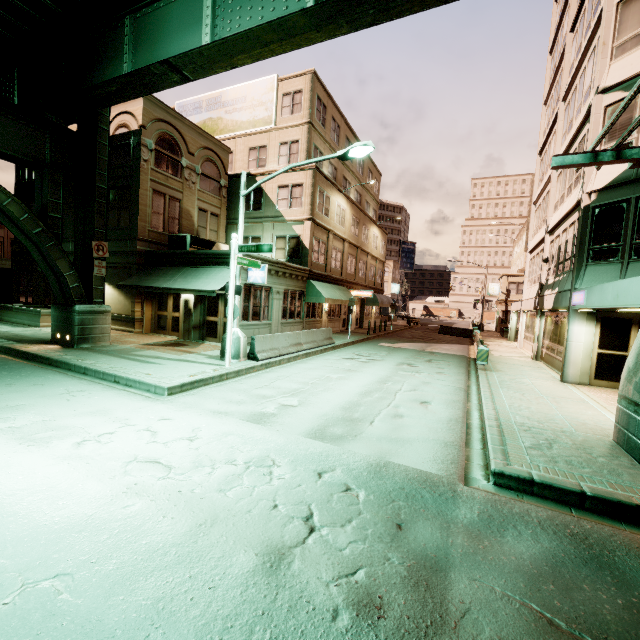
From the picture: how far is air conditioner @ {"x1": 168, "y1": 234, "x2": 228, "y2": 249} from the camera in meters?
18.4

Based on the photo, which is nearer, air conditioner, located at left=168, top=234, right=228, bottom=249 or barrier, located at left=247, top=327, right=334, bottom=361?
barrier, located at left=247, top=327, right=334, bottom=361

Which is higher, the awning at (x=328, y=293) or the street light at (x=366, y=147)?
the street light at (x=366, y=147)

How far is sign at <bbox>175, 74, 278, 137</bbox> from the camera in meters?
23.9

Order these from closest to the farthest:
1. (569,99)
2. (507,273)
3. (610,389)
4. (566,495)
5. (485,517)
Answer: (485,517)
(566,495)
(610,389)
(569,99)
(507,273)

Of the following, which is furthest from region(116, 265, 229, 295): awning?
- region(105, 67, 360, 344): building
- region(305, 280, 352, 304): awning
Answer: region(305, 280, 352, 304): awning

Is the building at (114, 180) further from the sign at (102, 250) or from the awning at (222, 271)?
the sign at (102, 250)

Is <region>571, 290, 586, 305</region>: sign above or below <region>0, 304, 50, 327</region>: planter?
above
